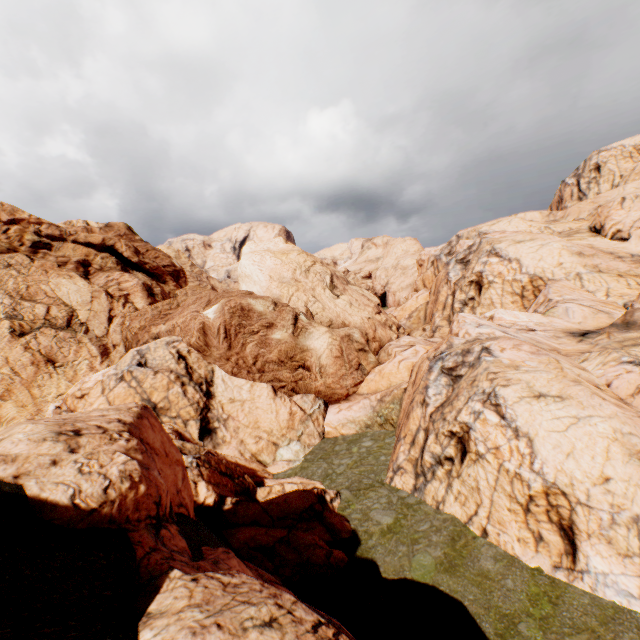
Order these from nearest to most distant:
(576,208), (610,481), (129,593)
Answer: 1. (129,593)
2. (610,481)
3. (576,208)
